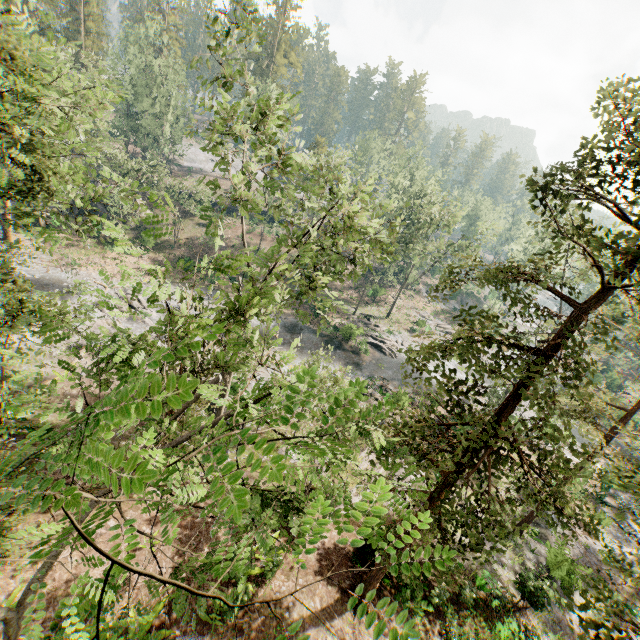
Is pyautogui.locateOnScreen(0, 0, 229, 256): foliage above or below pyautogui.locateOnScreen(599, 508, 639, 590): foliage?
above

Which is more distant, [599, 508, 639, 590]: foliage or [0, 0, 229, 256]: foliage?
[0, 0, 229, 256]: foliage

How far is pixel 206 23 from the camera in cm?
1438

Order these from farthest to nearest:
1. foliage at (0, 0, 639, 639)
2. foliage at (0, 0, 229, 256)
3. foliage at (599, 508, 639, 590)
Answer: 1. foliage at (0, 0, 229, 256)
2. foliage at (599, 508, 639, 590)
3. foliage at (0, 0, 639, 639)

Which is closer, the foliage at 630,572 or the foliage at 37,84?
the foliage at 630,572

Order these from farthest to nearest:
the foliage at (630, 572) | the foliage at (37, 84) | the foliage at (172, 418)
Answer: the foliage at (37, 84) < the foliage at (630, 572) < the foliage at (172, 418)
